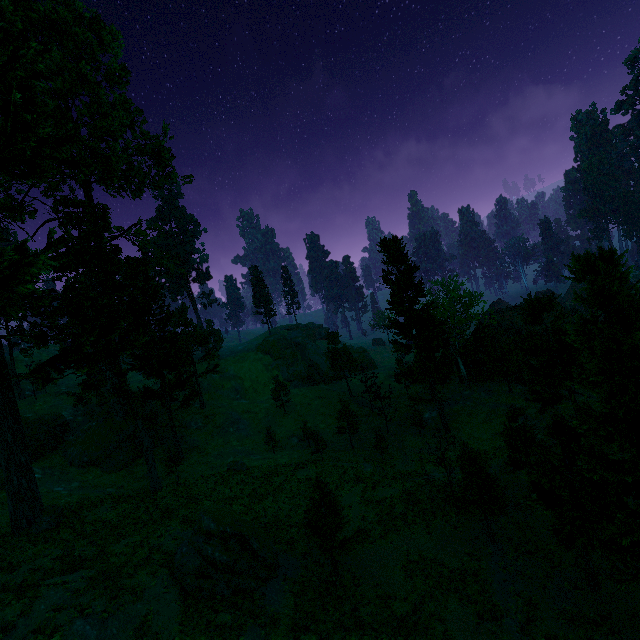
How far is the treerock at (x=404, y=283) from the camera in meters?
36.0 m

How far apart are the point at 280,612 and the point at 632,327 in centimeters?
2147cm

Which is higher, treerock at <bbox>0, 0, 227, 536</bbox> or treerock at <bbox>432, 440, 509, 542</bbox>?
treerock at <bbox>0, 0, 227, 536</bbox>

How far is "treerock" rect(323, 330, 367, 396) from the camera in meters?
50.9

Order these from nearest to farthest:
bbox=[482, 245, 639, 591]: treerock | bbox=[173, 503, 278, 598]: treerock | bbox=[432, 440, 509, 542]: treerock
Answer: bbox=[482, 245, 639, 591]: treerock, bbox=[173, 503, 278, 598]: treerock, bbox=[432, 440, 509, 542]: treerock

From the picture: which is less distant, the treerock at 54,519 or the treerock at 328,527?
the treerock at 328,527
